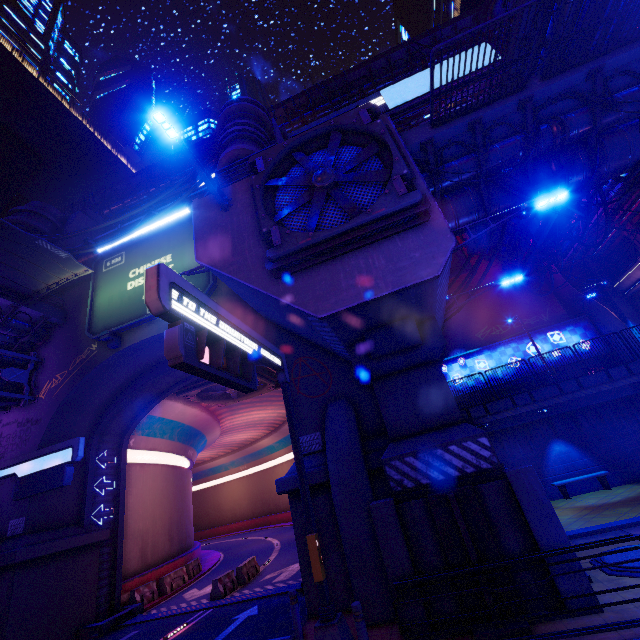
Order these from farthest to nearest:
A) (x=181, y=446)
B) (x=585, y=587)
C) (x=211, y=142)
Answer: (x=211, y=142)
(x=181, y=446)
(x=585, y=587)

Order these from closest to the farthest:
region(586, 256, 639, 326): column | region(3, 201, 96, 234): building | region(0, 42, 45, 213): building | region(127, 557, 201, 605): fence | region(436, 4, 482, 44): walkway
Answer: region(127, 557, 201, 605): fence → region(3, 201, 96, 234): building → region(586, 256, 639, 326): column → region(436, 4, 482, 44): walkway → region(0, 42, 45, 213): building

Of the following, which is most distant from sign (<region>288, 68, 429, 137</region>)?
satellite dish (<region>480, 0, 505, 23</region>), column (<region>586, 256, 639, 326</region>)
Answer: column (<region>586, 256, 639, 326</region>)

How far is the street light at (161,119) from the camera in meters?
8.3

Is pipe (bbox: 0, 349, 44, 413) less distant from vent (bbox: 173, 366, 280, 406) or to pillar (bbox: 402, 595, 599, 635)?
vent (bbox: 173, 366, 280, 406)

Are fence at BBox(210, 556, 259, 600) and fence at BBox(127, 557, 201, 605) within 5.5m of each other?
yes

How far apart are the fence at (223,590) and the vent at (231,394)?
10.04m

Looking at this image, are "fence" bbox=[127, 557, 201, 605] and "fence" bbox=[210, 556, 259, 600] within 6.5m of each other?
yes
